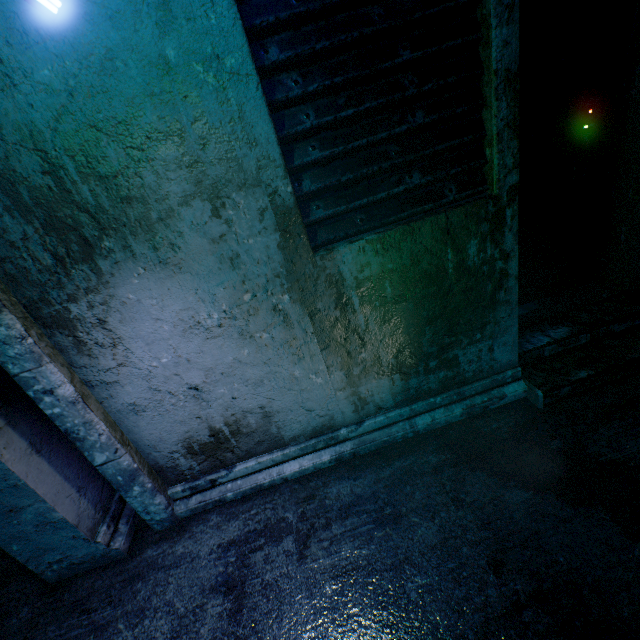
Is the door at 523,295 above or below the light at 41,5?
below

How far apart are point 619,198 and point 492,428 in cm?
183

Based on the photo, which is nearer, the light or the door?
the light

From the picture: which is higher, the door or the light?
the light

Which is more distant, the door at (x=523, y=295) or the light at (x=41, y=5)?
the door at (x=523, y=295)
